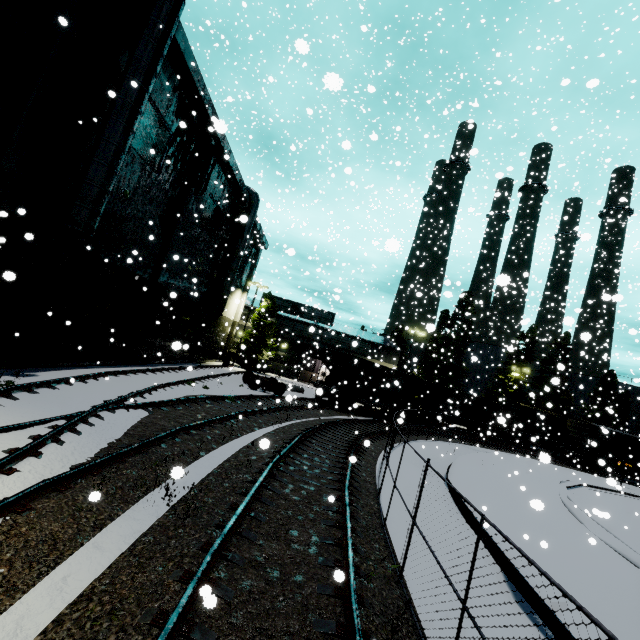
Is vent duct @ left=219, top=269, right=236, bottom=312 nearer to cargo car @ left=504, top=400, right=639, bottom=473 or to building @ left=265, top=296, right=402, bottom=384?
building @ left=265, top=296, right=402, bottom=384

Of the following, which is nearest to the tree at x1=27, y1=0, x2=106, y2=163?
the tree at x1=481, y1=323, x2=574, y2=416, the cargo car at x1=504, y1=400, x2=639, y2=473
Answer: the cargo car at x1=504, y1=400, x2=639, y2=473

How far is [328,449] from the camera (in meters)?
12.66

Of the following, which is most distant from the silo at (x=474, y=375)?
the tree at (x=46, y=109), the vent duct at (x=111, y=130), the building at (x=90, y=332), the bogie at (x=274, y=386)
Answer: the bogie at (x=274, y=386)

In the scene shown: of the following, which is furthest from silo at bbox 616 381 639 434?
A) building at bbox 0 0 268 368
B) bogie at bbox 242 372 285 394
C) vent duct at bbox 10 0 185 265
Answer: bogie at bbox 242 372 285 394

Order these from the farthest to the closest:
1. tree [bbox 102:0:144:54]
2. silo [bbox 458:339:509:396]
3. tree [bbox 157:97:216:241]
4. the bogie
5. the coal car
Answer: silo [bbox 458:339:509:396], the coal car, the bogie, tree [bbox 157:97:216:241], tree [bbox 102:0:144:54]

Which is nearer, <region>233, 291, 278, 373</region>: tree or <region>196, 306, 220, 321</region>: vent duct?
<region>196, 306, 220, 321</region>: vent duct

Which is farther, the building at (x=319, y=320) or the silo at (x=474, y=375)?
the silo at (x=474, y=375)
